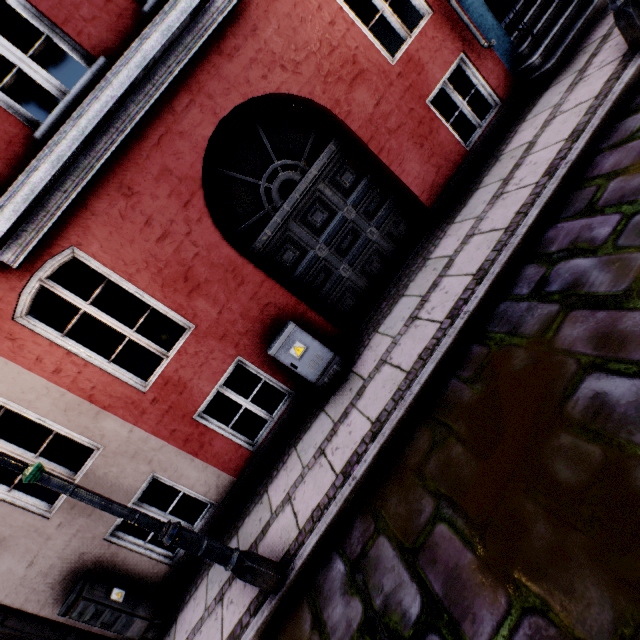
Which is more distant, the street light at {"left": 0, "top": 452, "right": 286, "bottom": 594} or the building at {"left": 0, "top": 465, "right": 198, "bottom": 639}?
the building at {"left": 0, "top": 465, "right": 198, "bottom": 639}

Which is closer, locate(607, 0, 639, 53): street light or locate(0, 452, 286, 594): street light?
locate(0, 452, 286, 594): street light

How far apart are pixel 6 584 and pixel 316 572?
4.3 meters

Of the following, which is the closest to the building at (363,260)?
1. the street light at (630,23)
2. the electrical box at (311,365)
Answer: the electrical box at (311,365)

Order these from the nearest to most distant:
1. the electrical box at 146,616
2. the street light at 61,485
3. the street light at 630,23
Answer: the street light at 61,485, the street light at 630,23, the electrical box at 146,616

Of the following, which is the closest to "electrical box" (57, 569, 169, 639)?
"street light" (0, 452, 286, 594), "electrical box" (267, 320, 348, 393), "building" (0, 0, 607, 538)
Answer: "building" (0, 0, 607, 538)

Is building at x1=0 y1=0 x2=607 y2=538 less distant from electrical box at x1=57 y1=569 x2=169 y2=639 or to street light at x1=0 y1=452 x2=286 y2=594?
electrical box at x1=57 y1=569 x2=169 y2=639
